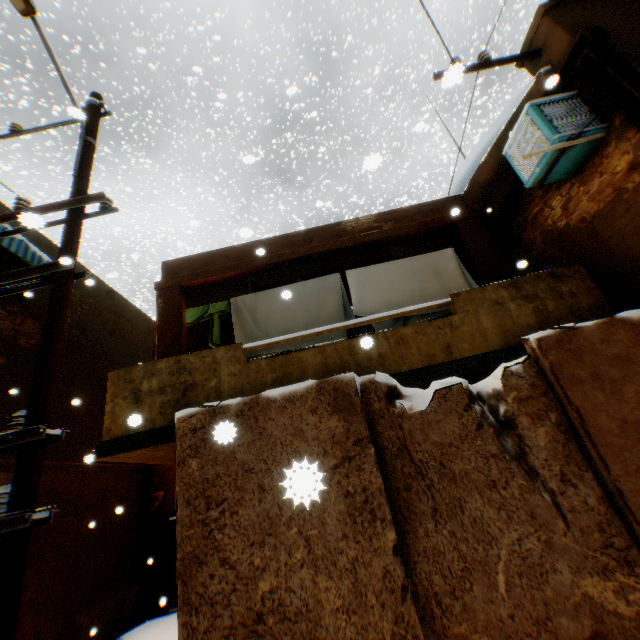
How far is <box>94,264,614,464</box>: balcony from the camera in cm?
407

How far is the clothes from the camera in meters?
5.4 m

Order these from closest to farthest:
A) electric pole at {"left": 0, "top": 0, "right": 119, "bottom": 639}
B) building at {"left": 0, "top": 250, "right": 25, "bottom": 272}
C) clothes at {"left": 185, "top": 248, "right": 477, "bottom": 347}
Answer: electric pole at {"left": 0, "top": 0, "right": 119, "bottom": 639} < clothes at {"left": 185, "top": 248, "right": 477, "bottom": 347} < building at {"left": 0, "top": 250, "right": 25, "bottom": 272}

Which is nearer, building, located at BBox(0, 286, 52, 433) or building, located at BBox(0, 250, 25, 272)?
building, located at BBox(0, 286, 52, 433)

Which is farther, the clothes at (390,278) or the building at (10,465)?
the building at (10,465)

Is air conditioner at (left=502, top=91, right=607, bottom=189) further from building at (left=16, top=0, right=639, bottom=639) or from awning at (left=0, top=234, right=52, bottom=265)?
awning at (left=0, top=234, right=52, bottom=265)

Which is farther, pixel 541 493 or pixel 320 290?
pixel 320 290

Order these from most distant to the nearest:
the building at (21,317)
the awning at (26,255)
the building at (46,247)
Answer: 1. the building at (46,247)
2. the building at (21,317)
3. the awning at (26,255)
